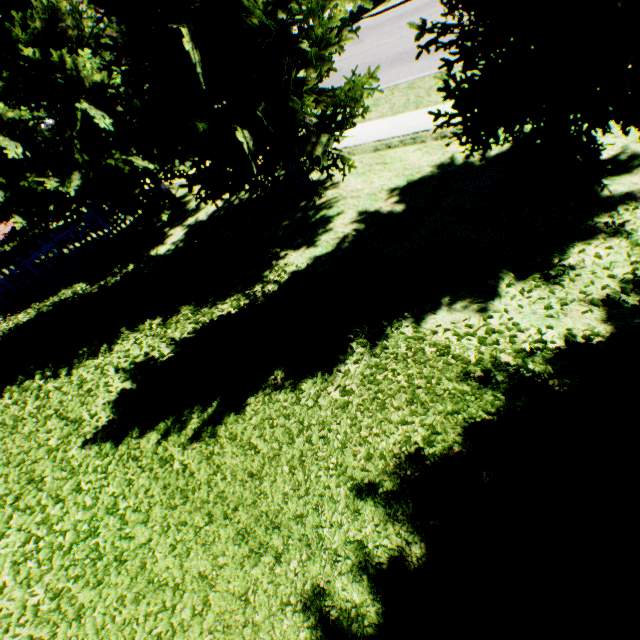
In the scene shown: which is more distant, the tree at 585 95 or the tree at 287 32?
the tree at 287 32

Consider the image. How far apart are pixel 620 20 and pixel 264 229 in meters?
6.9

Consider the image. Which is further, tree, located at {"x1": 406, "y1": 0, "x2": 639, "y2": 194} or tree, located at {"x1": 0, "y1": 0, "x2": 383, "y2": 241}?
tree, located at {"x1": 0, "y1": 0, "x2": 383, "y2": 241}
